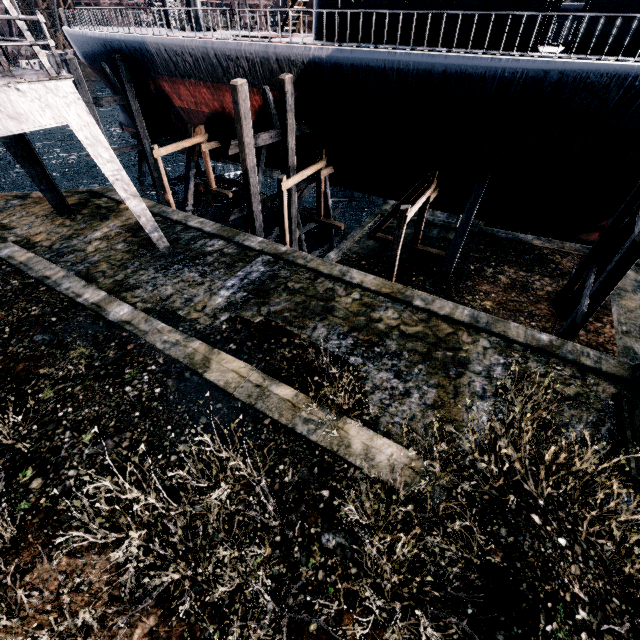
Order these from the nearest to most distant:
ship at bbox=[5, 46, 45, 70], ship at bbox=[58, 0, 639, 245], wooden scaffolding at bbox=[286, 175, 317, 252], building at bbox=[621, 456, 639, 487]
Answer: building at bbox=[621, 456, 639, 487]
ship at bbox=[58, 0, 639, 245]
wooden scaffolding at bbox=[286, 175, 317, 252]
ship at bbox=[5, 46, 45, 70]

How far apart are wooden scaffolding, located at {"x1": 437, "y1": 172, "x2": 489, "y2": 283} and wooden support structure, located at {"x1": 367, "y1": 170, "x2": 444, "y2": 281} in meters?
1.0 m

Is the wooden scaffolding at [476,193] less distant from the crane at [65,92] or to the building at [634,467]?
the crane at [65,92]

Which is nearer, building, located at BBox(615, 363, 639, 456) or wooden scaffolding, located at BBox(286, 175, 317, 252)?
building, located at BBox(615, 363, 639, 456)

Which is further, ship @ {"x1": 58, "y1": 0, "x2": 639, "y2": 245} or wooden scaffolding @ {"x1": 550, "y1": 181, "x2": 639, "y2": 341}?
ship @ {"x1": 58, "y1": 0, "x2": 639, "y2": 245}

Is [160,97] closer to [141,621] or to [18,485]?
[18,485]

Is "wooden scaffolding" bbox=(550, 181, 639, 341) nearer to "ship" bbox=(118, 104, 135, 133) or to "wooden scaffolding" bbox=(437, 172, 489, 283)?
"ship" bbox=(118, 104, 135, 133)

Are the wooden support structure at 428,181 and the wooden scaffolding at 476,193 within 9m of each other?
yes
